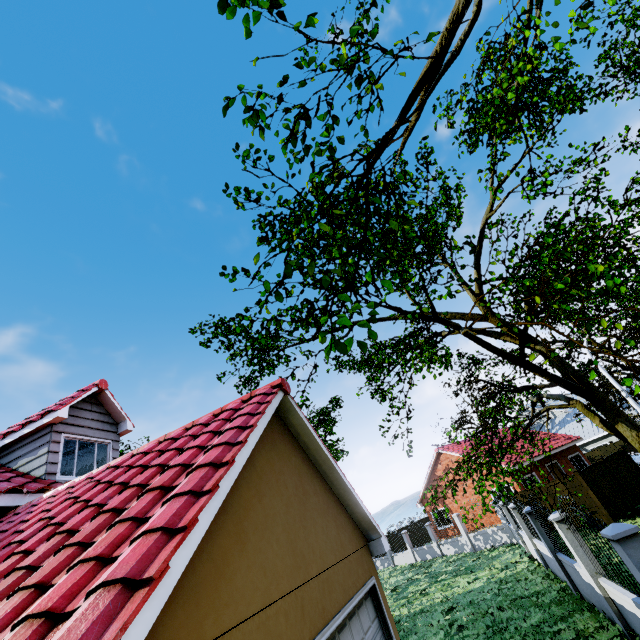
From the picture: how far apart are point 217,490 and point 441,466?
29.51m

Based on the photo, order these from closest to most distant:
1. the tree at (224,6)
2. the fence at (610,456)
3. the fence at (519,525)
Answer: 1. the tree at (224,6)
2. the fence at (519,525)
3. the fence at (610,456)

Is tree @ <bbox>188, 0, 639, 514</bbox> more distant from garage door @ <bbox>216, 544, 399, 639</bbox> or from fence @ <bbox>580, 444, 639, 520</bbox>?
garage door @ <bbox>216, 544, 399, 639</bbox>

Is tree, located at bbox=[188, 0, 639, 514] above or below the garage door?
above

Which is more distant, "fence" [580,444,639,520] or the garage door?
"fence" [580,444,639,520]

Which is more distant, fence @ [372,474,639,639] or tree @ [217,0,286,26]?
fence @ [372,474,639,639]

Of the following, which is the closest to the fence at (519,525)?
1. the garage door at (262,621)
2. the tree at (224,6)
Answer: the tree at (224,6)

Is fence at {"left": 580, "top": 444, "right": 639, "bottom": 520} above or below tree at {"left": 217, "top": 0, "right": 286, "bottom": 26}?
below
